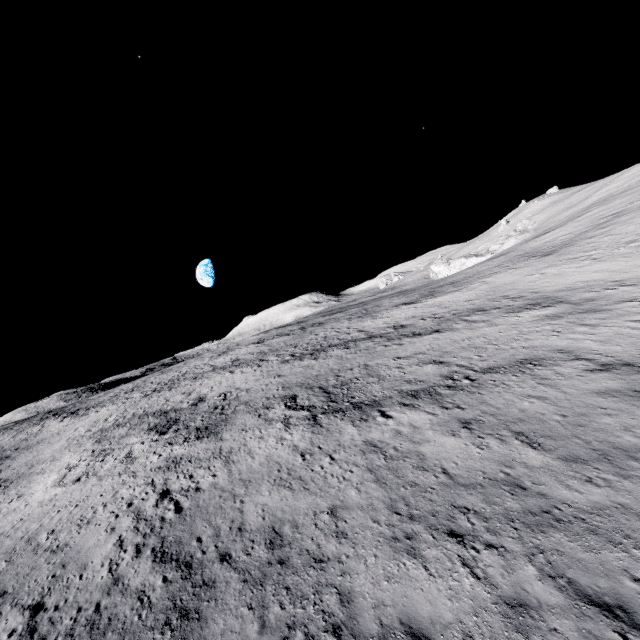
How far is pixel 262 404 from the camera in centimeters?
2545cm
